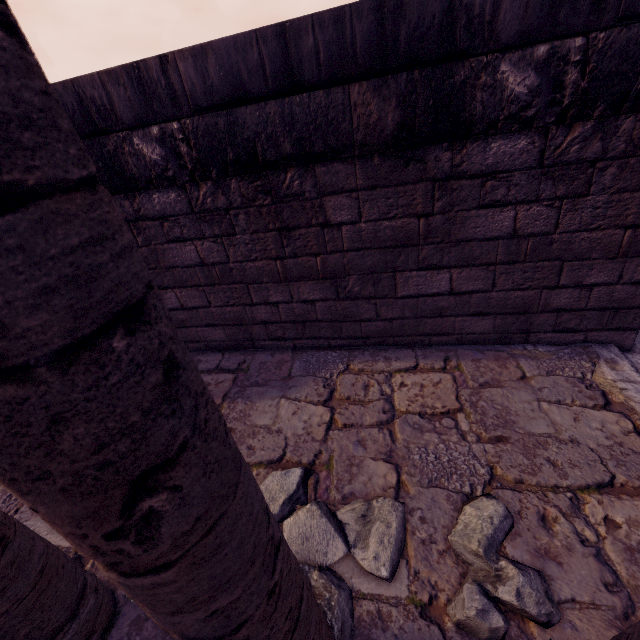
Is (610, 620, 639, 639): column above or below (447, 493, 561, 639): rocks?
above

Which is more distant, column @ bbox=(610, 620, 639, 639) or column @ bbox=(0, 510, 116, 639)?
column @ bbox=(0, 510, 116, 639)

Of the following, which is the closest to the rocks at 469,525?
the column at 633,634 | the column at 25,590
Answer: the column at 633,634

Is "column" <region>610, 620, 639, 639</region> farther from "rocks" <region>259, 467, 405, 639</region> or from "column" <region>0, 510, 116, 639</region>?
"column" <region>0, 510, 116, 639</region>

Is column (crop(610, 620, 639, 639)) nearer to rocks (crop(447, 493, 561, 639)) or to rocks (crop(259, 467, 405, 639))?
rocks (crop(447, 493, 561, 639))

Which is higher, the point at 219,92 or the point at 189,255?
the point at 219,92

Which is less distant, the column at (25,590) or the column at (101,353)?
the column at (101,353)

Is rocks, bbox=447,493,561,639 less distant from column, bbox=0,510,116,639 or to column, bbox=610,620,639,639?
column, bbox=610,620,639,639
